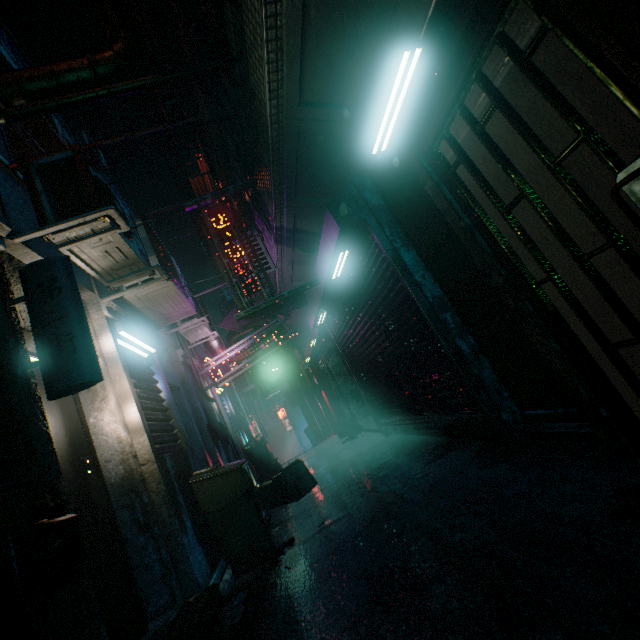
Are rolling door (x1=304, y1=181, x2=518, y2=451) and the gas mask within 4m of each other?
yes

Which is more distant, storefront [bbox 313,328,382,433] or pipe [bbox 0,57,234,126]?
storefront [bbox 313,328,382,433]

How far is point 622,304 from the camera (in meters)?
1.63

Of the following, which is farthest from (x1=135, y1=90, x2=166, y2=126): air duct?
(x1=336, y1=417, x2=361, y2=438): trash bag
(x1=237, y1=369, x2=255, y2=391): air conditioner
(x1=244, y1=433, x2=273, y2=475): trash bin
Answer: (x1=336, y1=417, x2=361, y2=438): trash bag

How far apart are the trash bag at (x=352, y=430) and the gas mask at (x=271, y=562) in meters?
5.1 m

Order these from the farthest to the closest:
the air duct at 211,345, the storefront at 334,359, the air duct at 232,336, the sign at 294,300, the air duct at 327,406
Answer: the air duct at 232,336 → the air duct at 327,406 → the storefront at 334,359 → the air duct at 211,345 → the sign at 294,300

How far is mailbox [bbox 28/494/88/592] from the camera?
1.30m

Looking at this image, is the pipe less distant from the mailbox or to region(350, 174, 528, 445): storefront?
region(350, 174, 528, 445): storefront
